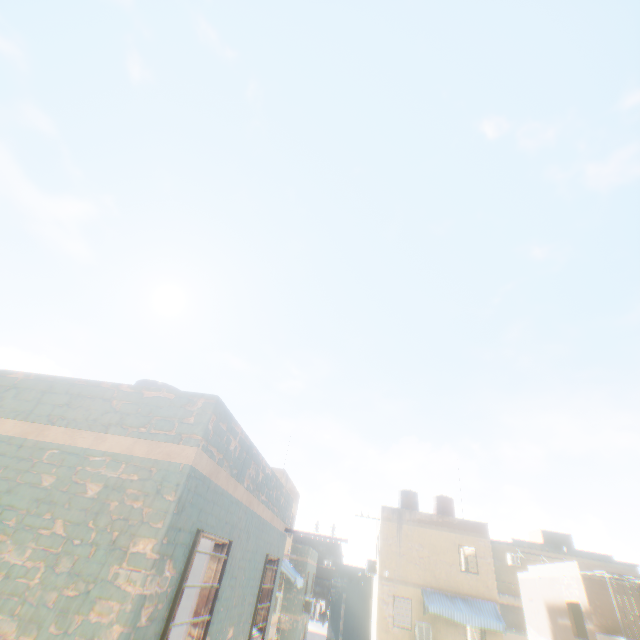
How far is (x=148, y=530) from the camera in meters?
3.4
